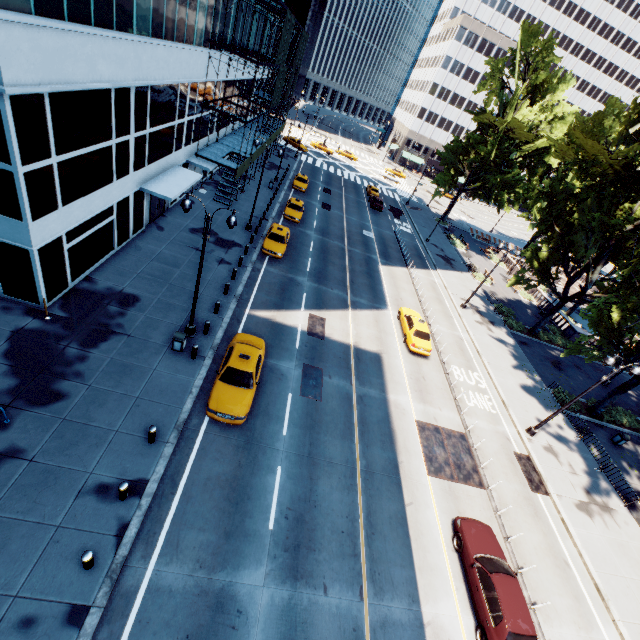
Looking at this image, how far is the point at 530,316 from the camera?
38.7 meters

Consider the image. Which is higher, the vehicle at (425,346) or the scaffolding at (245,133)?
the scaffolding at (245,133)

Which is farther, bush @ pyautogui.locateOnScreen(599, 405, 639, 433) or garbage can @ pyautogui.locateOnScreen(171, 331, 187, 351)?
bush @ pyautogui.locateOnScreen(599, 405, 639, 433)

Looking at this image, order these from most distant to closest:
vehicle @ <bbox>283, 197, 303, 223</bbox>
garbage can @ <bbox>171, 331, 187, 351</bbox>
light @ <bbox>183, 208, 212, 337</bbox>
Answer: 1. vehicle @ <bbox>283, 197, 303, 223</bbox>
2. garbage can @ <bbox>171, 331, 187, 351</bbox>
3. light @ <bbox>183, 208, 212, 337</bbox>

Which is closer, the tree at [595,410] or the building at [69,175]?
the building at [69,175]

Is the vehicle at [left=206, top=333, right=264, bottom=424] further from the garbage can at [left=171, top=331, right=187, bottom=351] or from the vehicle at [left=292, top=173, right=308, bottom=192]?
the vehicle at [left=292, top=173, right=308, bottom=192]

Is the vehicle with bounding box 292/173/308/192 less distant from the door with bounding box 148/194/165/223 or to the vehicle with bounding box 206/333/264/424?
the door with bounding box 148/194/165/223

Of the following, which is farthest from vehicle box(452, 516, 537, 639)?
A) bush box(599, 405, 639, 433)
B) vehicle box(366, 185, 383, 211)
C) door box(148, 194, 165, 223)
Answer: vehicle box(366, 185, 383, 211)
